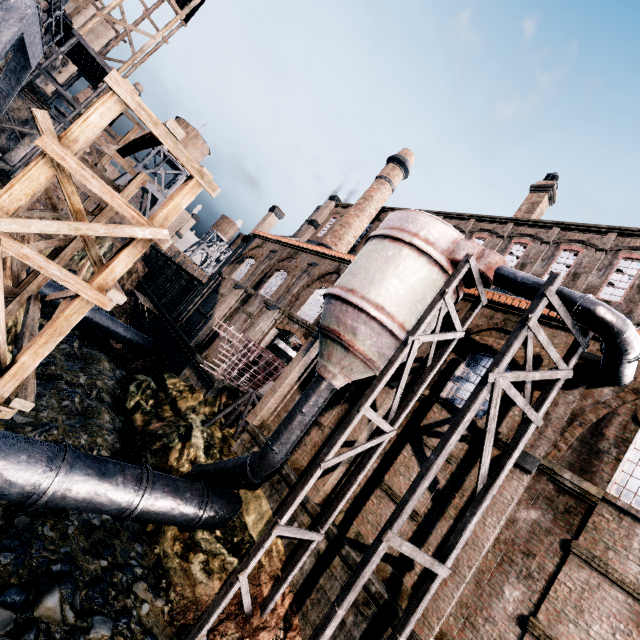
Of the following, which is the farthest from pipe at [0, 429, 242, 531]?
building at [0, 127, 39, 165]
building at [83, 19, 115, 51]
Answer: building at [83, 19, 115, 51]

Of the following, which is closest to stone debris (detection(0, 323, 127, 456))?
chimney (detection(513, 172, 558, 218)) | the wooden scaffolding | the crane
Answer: the wooden scaffolding

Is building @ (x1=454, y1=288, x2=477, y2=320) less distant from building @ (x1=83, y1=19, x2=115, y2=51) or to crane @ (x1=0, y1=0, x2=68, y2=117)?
crane @ (x1=0, y1=0, x2=68, y2=117)

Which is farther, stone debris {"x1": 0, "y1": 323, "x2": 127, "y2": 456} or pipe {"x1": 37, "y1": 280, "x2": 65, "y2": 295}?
pipe {"x1": 37, "y1": 280, "x2": 65, "y2": 295}

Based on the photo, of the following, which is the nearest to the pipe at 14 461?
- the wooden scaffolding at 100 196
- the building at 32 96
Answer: the wooden scaffolding at 100 196

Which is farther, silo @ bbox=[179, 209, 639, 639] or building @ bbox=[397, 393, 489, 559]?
building @ bbox=[397, 393, 489, 559]

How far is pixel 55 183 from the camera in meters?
20.9 m

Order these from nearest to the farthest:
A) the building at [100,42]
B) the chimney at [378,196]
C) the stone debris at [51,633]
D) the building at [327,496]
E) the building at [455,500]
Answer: the stone debris at [51,633]
the building at [455,500]
the building at [327,496]
the chimney at [378,196]
the building at [100,42]
